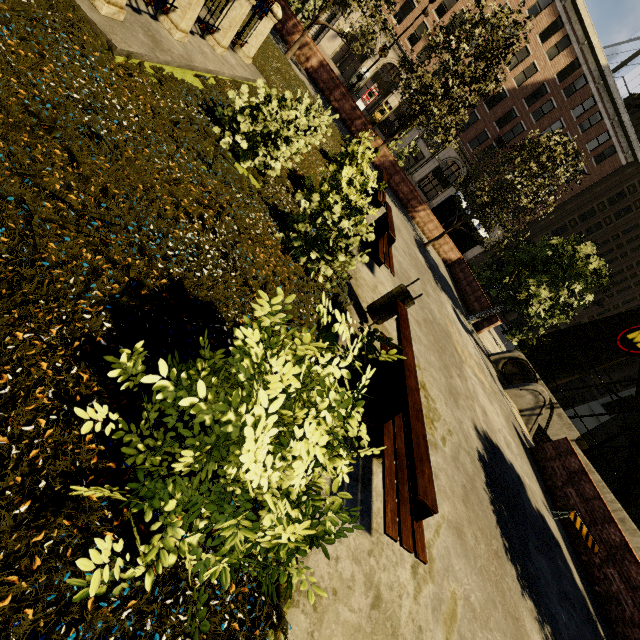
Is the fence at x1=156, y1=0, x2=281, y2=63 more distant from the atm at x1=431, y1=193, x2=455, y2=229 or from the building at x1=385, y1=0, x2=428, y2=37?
the building at x1=385, y1=0, x2=428, y2=37

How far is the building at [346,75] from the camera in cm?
3219

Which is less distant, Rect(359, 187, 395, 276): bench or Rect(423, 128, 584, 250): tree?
Rect(359, 187, 395, 276): bench

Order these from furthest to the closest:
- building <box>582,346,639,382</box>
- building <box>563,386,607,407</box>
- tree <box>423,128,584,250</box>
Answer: building <box>563,386,607,407</box>
building <box>582,346,639,382</box>
tree <box>423,128,584,250</box>

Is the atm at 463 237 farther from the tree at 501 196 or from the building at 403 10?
the building at 403 10

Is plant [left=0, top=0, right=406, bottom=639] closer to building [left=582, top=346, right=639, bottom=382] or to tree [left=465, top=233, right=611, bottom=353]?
tree [left=465, top=233, right=611, bottom=353]

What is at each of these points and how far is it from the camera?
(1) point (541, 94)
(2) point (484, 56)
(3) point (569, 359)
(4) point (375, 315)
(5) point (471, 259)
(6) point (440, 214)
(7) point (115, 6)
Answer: (1) building, 34.3m
(2) tree, 14.1m
(3) building, 49.7m
(4) dumpster, 5.3m
(5) building, 43.8m
(6) atm, 21.8m
(7) fence, 4.0m

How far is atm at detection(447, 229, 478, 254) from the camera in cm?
2228
